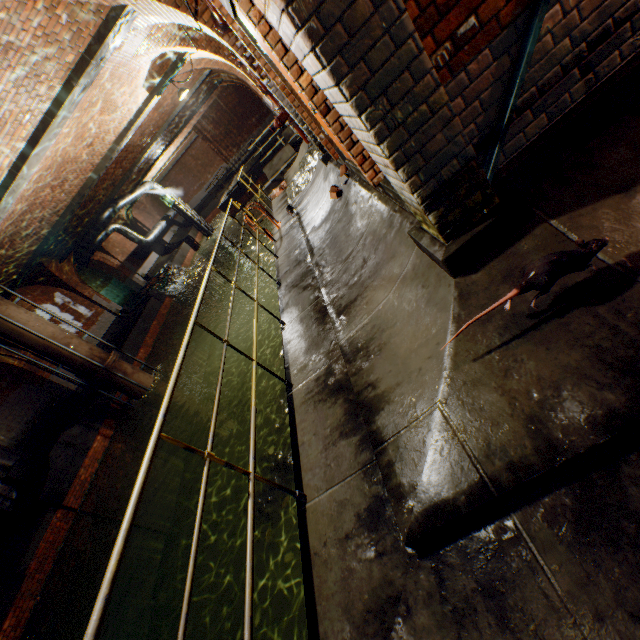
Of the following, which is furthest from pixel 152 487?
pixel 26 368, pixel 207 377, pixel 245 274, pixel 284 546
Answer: pixel 245 274

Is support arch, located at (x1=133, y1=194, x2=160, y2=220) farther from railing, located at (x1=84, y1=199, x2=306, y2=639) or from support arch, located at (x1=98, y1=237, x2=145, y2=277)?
railing, located at (x1=84, y1=199, x2=306, y2=639)

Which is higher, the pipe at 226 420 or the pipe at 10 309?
the pipe at 10 309

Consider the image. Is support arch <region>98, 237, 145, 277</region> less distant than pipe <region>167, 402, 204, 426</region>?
No

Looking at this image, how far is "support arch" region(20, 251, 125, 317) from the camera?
15.27m

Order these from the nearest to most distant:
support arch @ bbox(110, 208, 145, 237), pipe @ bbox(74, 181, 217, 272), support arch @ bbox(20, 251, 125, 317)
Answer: support arch @ bbox(20, 251, 125, 317), pipe @ bbox(74, 181, 217, 272), support arch @ bbox(110, 208, 145, 237)

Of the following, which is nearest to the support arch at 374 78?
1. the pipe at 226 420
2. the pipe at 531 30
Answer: the pipe at 531 30

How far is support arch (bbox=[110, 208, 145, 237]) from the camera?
Answer: 23.91m
